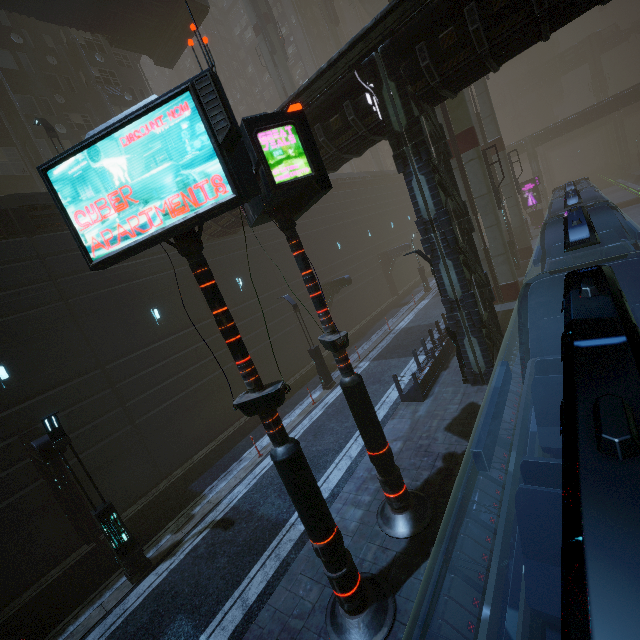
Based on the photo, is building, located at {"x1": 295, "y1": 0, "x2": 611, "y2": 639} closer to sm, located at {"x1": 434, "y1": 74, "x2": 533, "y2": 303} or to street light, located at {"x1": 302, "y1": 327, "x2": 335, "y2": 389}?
sm, located at {"x1": 434, "y1": 74, "x2": 533, "y2": 303}

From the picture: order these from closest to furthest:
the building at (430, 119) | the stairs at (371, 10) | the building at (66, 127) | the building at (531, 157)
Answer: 1. the building at (430, 119)
2. the building at (66, 127)
3. the building at (531, 157)
4. the stairs at (371, 10)

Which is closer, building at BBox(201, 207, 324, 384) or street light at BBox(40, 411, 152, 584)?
street light at BBox(40, 411, 152, 584)

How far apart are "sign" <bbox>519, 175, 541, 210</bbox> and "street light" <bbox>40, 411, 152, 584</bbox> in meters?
48.0 m

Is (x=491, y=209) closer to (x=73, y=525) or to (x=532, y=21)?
(x=532, y=21)

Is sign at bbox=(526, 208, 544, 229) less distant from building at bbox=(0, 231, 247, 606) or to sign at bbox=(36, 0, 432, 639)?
building at bbox=(0, 231, 247, 606)

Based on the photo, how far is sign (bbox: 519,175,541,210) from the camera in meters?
38.7

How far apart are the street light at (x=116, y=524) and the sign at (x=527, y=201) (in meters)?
47.98
